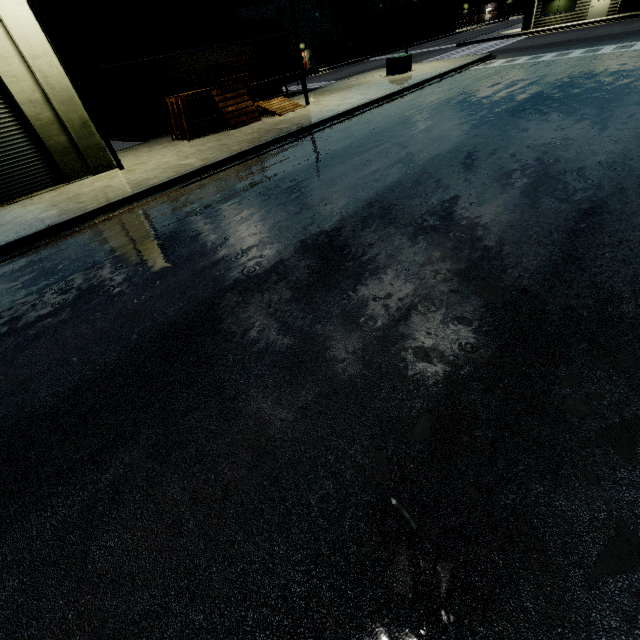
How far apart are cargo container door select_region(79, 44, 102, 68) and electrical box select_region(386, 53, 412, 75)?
19.1m

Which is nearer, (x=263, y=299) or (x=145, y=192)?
(x=263, y=299)

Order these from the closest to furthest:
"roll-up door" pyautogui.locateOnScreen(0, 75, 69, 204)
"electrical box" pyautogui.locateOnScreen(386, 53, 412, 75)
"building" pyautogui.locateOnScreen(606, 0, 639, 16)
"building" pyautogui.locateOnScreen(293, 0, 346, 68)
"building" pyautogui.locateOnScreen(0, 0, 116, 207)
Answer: "building" pyautogui.locateOnScreen(0, 0, 116, 207) → "roll-up door" pyautogui.locateOnScreen(0, 75, 69, 204) → "electrical box" pyautogui.locateOnScreen(386, 53, 412, 75) → "building" pyautogui.locateOnScreen(606, 0, 639, 16) → "building" pyautogui.locateOnScreen(293, 0, 346, 68)

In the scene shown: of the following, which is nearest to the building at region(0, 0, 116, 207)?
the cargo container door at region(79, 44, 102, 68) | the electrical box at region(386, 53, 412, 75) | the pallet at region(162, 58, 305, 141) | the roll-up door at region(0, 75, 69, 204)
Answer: the roll-up door at region(0, 75, 69, 204)

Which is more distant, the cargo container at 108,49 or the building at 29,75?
the cargo container at 108,49

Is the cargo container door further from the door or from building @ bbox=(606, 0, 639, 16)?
the door

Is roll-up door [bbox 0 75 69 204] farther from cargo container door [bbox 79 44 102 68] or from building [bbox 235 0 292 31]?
cargo container door [bbox 79 44 102 68]

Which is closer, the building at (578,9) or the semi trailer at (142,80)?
the semi trailer at (142,80)
